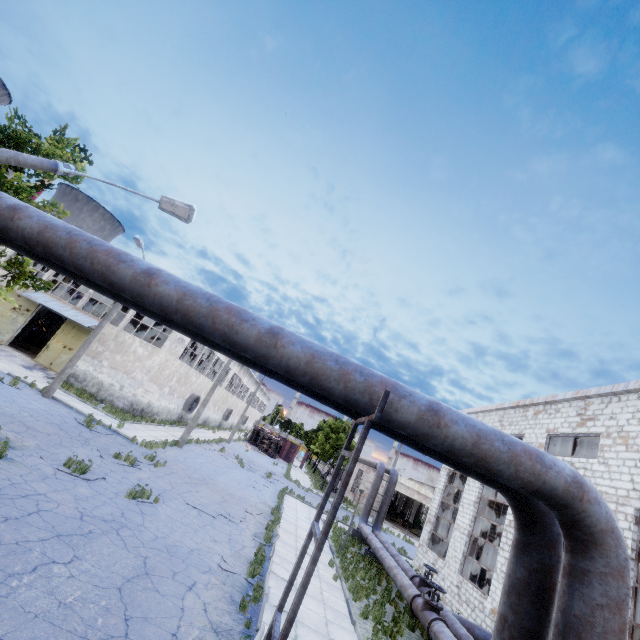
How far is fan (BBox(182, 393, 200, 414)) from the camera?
32.03m

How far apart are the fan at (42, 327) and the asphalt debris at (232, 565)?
36.2 meters

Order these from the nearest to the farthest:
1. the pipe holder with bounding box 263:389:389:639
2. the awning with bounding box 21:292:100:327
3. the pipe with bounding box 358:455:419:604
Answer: the pipe holder with bounding box 263:389:389:639 < the pipe with bounding box 358:455:419:604 < the awning with bounding box 21:292:100:327

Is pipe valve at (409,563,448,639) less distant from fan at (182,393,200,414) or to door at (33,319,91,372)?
fan at (182,393,200,414)

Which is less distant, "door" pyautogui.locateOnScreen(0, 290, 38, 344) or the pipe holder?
the pipe holder

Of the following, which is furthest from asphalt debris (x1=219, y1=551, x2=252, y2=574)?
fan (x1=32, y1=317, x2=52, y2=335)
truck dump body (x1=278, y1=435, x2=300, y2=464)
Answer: truck dump body (x1=278, y1=435, x2=300, y2=464)

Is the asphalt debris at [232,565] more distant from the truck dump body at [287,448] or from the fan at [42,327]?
the truck dump body at [287,448]

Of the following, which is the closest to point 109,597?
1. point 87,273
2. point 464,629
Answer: point 87,273
